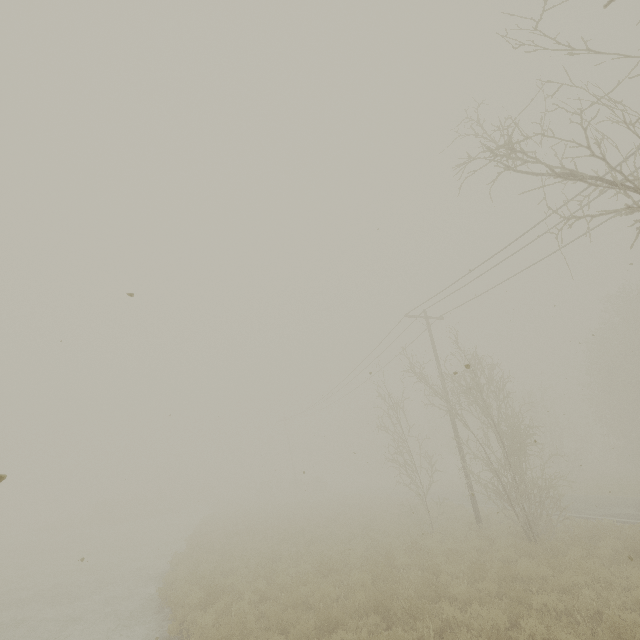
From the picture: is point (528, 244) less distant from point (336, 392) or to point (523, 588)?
point (523, 588)
